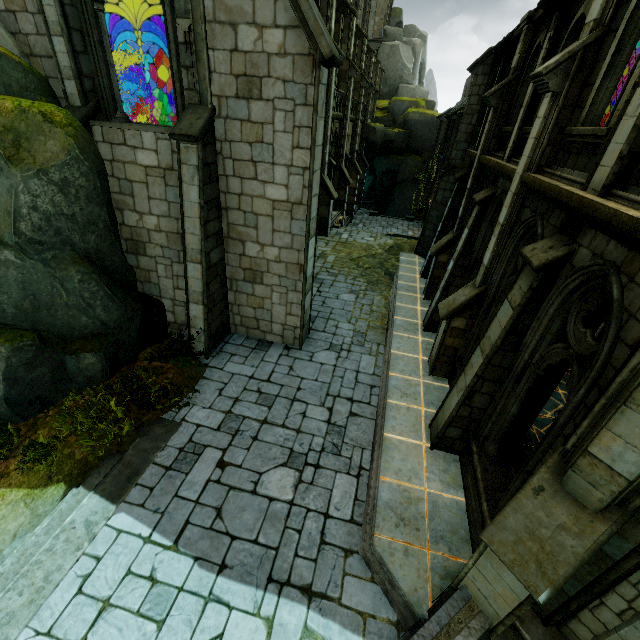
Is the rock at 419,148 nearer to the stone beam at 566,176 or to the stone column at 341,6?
the stone column at 341,6

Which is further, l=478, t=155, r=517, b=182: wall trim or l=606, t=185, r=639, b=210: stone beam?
l=478, t=155, r=517, b=182: wall trim

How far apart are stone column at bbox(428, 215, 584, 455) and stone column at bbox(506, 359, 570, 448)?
0.3 meters

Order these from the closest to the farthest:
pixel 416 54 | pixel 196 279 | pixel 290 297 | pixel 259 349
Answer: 1. pixel 196 279
2. pixel 290 297
3. pixel 259 349
4. pixel 416 54

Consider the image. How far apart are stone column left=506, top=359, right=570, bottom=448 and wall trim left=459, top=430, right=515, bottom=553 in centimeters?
6cm

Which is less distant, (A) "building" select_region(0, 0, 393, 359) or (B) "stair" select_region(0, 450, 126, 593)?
(B) "stair" select_region(0, 450, 126, 593)

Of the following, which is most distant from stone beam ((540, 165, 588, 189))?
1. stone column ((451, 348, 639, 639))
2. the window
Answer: the window

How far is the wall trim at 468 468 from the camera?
5.51m
